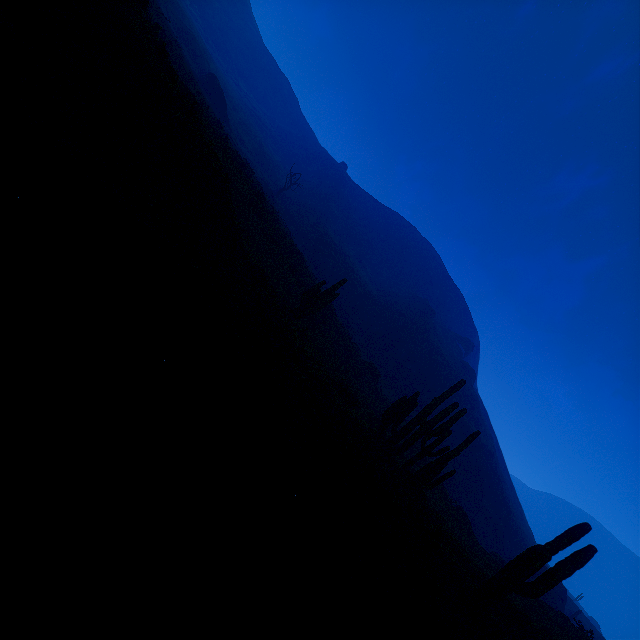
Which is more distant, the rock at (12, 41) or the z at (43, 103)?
the rock at (12, 41)

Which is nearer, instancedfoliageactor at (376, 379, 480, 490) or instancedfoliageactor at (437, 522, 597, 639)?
instancedfoliageactor at (437, 522, 597, 639)

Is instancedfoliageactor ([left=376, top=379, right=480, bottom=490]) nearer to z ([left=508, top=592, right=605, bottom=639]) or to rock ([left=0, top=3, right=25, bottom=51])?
rock ([left=0, top=3, right=25, bottom=51])

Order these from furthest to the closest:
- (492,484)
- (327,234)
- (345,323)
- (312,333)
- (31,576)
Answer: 1. (327,234)
2. (345,323)
3. (492,484)
4. (312,333)
5. (31,576)

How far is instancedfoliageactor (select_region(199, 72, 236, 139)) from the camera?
44.5 meters

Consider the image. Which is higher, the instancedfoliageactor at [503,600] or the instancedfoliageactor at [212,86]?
the instancedfoliageactor at [212,86]

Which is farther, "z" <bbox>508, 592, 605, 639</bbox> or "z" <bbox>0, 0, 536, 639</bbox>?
"z" <bbox>508, 592, 605, 639</bbox>

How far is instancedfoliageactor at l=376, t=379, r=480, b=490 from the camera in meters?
13.4 m
